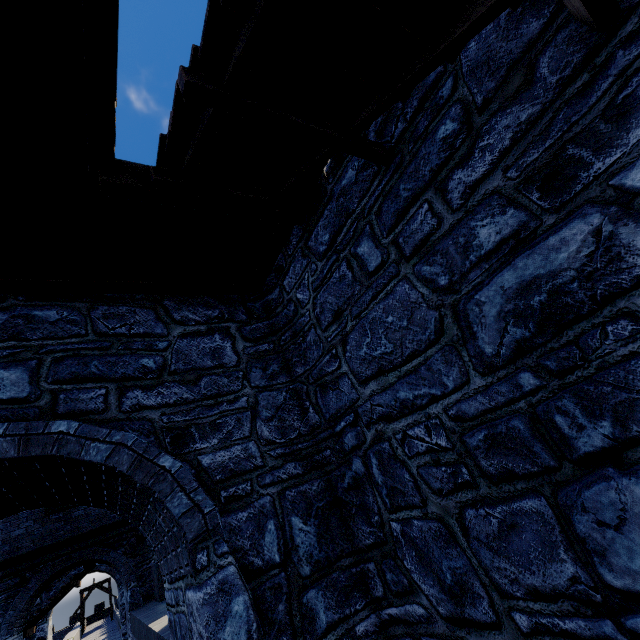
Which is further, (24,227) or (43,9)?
(24,227)
